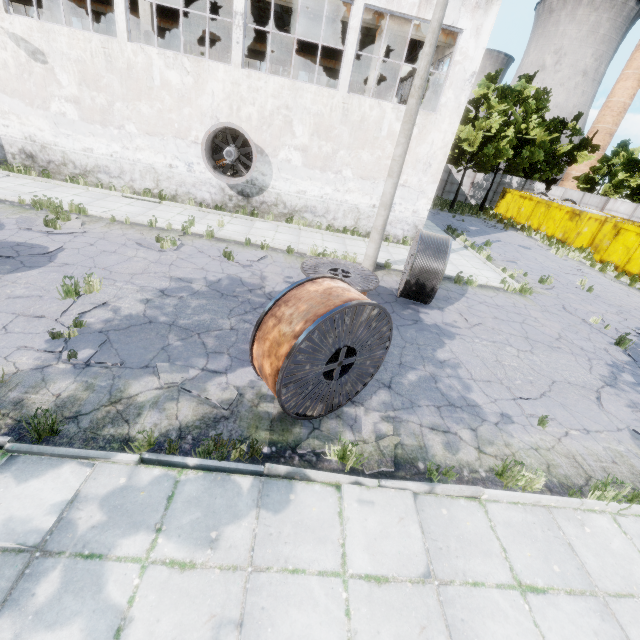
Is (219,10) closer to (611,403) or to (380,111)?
(380,111)

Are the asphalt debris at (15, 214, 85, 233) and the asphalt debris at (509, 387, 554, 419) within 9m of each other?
no

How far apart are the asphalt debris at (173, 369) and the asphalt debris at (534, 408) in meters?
5.5

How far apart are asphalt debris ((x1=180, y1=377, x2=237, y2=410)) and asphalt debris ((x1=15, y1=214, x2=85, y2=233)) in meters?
6.9 m

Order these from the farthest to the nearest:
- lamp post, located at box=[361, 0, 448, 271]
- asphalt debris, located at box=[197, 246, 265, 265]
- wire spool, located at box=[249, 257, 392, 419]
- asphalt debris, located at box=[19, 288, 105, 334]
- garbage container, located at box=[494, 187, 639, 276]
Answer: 1. garbage container, located at box=[494, 187, 639, 276]
2. asphalt debris, located at box=[197, 246, 265, 265]
3. lamp post, located at box=[361, 0, 448, 271]
4. asphalt debris, located at box=[19, 288, 105, 334]
5. wire spool, located at box=[249, 257, 392, 419]

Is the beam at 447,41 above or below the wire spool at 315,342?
above

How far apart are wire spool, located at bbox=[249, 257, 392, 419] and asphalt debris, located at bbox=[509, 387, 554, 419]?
3.19m

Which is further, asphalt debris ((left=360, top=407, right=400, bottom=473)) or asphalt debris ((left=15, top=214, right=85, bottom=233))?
asphalt debris ((left=15, top=214, right=85, bottom=233))
